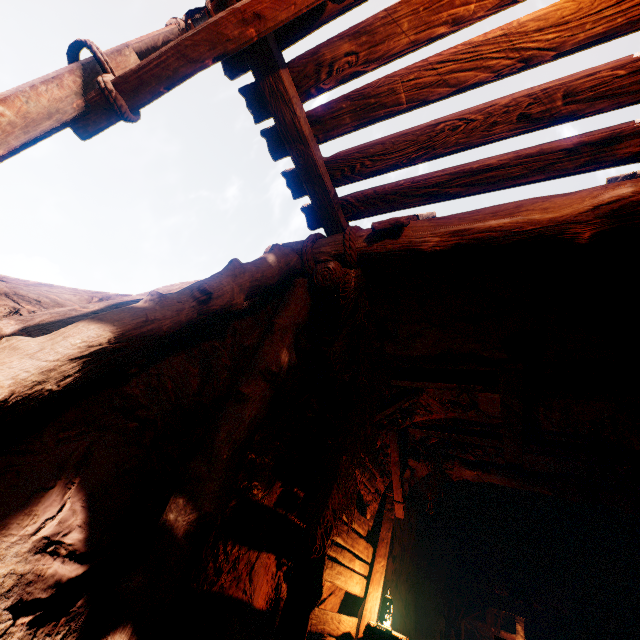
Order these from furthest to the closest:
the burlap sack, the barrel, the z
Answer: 1. the burlap sack
2. the barrel
3. the z

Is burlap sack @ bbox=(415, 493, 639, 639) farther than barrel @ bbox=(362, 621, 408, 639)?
Yes

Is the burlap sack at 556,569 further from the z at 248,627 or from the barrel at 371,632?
the barrel at 371,632

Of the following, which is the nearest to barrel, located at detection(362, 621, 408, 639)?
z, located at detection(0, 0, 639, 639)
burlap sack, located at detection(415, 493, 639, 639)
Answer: z, located at detection(0, 0, 639, 639)

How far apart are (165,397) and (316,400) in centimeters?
251cm

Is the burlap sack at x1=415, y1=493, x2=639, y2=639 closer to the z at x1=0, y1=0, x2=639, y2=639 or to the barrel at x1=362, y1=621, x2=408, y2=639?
the z at x1=0, y1=0, x2=639, y2=639

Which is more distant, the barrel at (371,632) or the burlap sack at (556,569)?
the burlap sack at (556,569)
